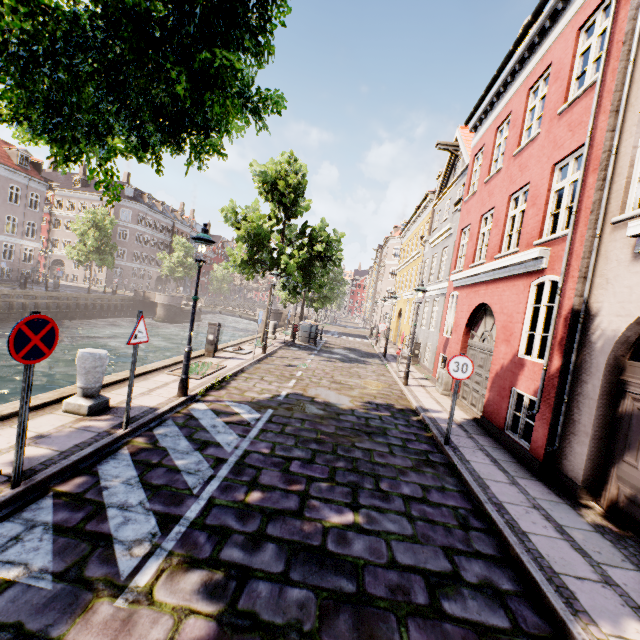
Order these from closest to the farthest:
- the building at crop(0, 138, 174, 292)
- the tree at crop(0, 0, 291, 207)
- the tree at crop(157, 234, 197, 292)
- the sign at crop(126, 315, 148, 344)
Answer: the tree at crop(0, 0, 291, 207) → the sign at crop(126, 315, 148, 344) → the building at crop(0, 138, 174, 292) → the tree at crop(157, 234, 197, 292)

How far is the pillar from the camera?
5.5m

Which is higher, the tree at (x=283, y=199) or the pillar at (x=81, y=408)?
the tree at (x=283, y=199)

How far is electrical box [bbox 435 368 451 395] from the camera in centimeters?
1141cm

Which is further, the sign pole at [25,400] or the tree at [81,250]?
the tree at [81,250]

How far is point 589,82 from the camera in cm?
636

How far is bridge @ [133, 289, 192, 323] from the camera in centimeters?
3769cm
